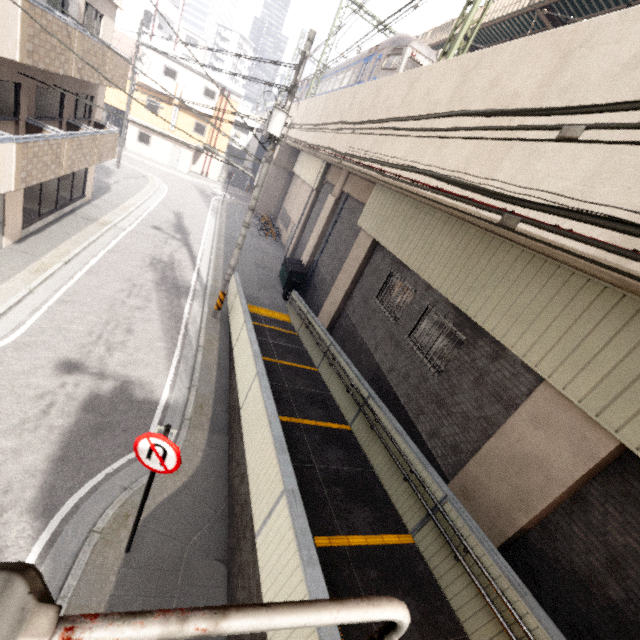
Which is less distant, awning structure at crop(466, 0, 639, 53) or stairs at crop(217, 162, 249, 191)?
awning structure at crop(466, 0, 639, 53)

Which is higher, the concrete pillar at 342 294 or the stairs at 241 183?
the concrete pillar at 342 294

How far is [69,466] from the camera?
6.2 meters

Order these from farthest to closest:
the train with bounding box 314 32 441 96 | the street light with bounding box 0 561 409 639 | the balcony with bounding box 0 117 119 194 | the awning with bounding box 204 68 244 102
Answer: the awning with bounding box 204 68 244 102, the train with bounding box 314 32 441 96, the balcony with bounding box 0 117 119 194, the street light with bounding box 0 561 409 639

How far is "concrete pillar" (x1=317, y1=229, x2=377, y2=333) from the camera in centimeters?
1298cm

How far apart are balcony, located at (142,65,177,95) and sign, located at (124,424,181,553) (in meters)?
36.03

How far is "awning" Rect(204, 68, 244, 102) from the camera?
33.72m

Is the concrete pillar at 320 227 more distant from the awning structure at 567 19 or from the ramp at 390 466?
the awning structure at 567 19
